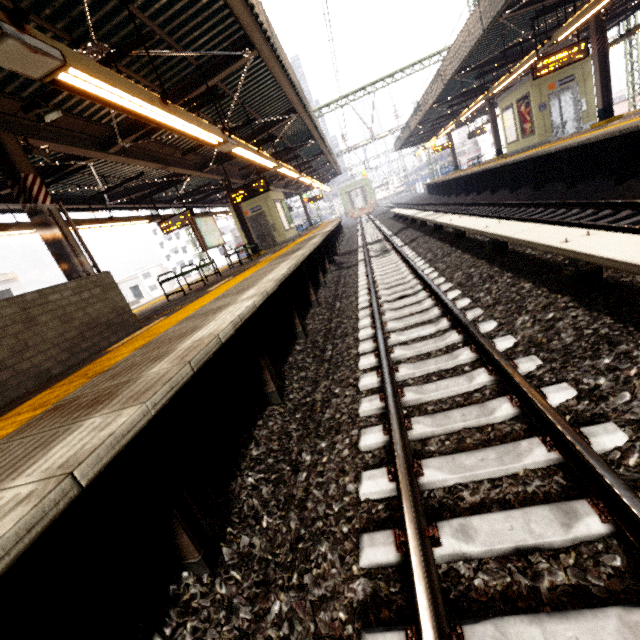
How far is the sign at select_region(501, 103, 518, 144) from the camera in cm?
1606

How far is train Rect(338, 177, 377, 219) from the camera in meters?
39.1

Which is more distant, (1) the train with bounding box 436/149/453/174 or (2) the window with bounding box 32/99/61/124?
(1) the train with bounding box 436/149/453/174

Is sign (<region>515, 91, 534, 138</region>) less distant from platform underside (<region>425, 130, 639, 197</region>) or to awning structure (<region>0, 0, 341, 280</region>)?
platform underside (<region>425, 130, 639, 197</region>)

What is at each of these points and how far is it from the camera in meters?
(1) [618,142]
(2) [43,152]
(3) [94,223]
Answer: (1) platform underside, 7.6 m
(2) loudspeaker, 5.8 m
(3) awning structure, 9.9 m

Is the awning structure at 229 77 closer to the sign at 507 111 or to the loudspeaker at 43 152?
the loudspeaker at 43 152

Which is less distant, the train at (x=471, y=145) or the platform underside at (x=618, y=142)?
the platform underside at (x=618, y=142)

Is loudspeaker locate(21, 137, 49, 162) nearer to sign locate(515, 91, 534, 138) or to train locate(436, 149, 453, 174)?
sign locate(515, 91, 534, 138)
